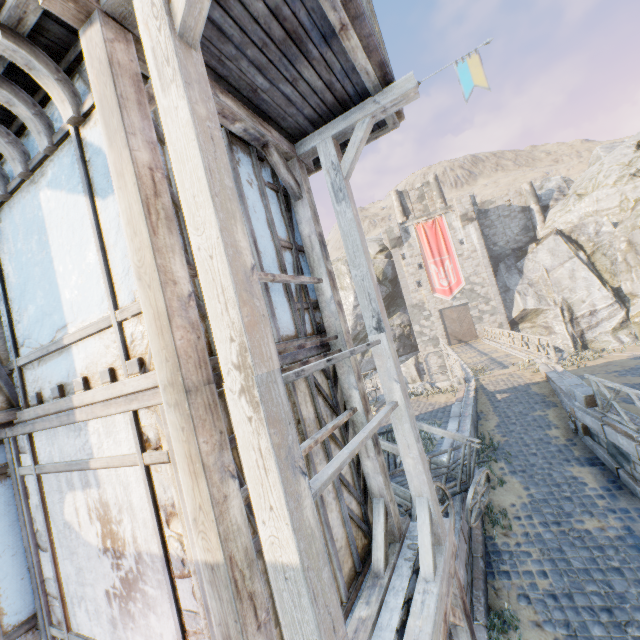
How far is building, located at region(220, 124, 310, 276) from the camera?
3.91m

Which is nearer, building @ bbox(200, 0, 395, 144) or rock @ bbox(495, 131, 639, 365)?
building @ bbox(200, 0, 395, 144)

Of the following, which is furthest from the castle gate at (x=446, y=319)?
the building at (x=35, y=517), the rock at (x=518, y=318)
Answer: the building at (x=35, y=517)

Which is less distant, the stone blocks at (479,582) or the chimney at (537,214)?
the stone blocks at (479,582)

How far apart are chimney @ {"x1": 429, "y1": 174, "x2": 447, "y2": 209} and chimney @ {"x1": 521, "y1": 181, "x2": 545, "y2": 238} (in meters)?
7.34

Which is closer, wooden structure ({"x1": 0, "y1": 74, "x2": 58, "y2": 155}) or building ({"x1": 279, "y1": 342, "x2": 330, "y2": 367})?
wooden structure ({"x1": 0, "y1": 74, "x2": 58, "y2": 155})

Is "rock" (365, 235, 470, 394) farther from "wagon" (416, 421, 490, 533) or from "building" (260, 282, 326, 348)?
"wagon" (416, 421, 490, 533)

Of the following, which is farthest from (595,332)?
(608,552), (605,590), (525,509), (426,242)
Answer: (605,590)
